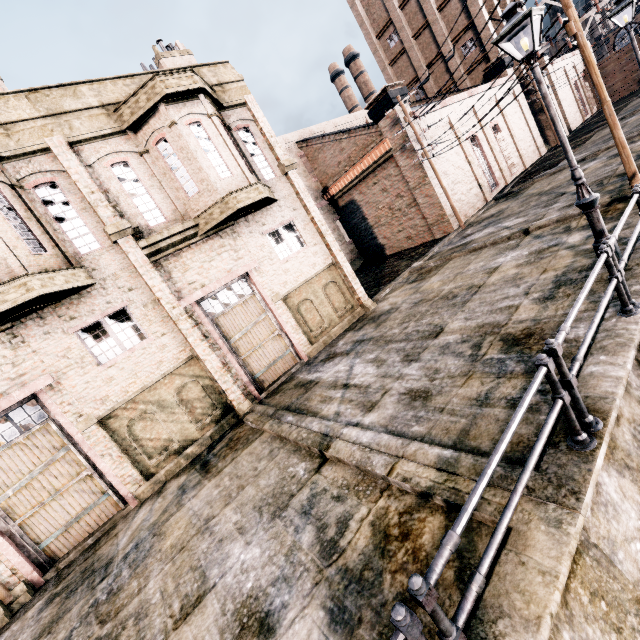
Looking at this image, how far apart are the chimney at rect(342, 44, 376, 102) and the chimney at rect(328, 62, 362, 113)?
2.62m

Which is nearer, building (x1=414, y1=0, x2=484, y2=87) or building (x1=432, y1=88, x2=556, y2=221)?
building (x1=432, y1=88, x2=556, y2=221)

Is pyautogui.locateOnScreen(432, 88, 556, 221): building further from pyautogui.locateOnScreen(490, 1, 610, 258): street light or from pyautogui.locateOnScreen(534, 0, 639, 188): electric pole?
pyautogui.locateOnScreen(490, 1, 610, 258): street light

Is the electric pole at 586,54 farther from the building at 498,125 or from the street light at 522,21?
the street light at 522,21

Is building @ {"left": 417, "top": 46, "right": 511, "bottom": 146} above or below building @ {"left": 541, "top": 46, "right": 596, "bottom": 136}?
above

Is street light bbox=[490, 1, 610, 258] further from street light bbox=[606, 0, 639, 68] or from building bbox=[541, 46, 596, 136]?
building bbox=[541, 46, 596, 136]

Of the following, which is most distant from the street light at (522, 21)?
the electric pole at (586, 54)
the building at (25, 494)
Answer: the building at (25, 494)

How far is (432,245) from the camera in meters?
22.4 m
